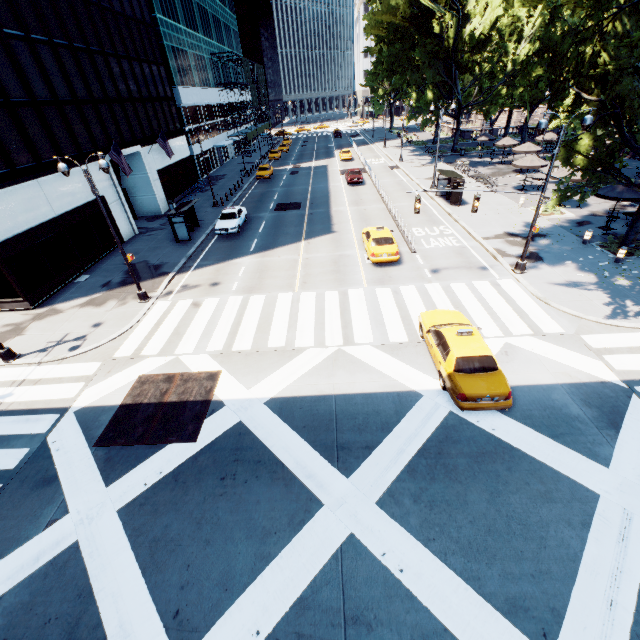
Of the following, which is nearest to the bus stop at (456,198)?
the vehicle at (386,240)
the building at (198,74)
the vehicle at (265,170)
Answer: the vehicle at (386,240)

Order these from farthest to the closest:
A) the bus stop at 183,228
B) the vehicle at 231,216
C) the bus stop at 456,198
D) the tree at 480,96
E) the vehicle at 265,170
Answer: the vehicle at 265,170 < the bus stop at 456,198 < the vehicle at 231,216 < the bus stop at 183,228 < the tree at 480,96

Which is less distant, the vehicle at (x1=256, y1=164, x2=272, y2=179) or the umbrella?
the umbrella

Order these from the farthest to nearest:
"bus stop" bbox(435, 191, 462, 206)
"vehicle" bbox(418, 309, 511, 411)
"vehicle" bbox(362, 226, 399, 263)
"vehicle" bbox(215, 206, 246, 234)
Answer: "bus stop" bbox(435, 191, 462, 206), "vehicle" bbox(215, 206, 246, 234), "vehicle" bbox(362, 226, 399, 263), "vehicle" bbox(418, 309, 511, 411)

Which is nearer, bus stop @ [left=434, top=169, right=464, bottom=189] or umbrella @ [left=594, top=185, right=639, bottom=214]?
umbrella @ [left=594, top=185, right=639, bottom=214]

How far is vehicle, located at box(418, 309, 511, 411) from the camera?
10.0m

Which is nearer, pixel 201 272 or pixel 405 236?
pixel 201 272

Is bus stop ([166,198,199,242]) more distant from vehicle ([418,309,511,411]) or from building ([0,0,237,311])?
vehicle ([418,309,511,411])
